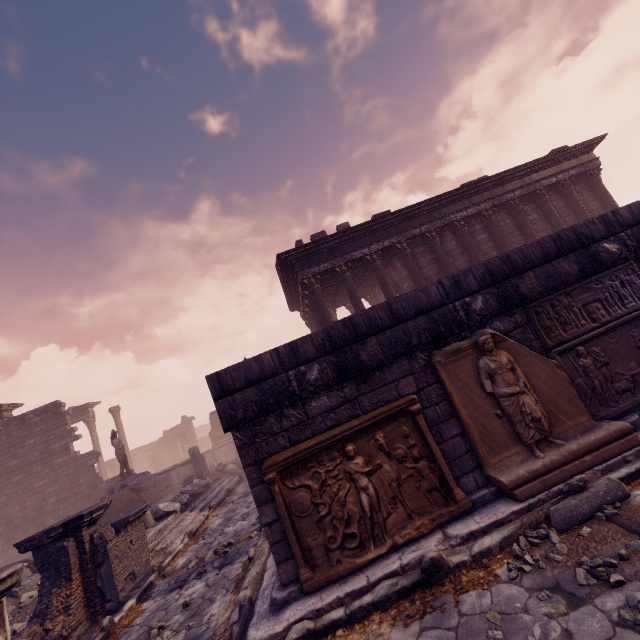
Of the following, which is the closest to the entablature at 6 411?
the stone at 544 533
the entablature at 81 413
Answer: the entablature at 81 413

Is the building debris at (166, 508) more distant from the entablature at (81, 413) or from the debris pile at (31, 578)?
the entablature at (81, 413)

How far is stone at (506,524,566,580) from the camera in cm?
297

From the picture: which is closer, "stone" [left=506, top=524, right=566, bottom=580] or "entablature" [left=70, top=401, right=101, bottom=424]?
"stone" [left=506, top=524, right=566, bottom=580]

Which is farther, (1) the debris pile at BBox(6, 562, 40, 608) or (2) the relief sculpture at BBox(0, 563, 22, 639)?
(1) the debris pile at BBox(6, 562, 40, 608)

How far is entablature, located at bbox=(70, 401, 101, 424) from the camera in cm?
2317

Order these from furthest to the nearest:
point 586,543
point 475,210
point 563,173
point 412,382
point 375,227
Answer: point 563,173 < point 475,210 < point 375,227 < point 412,382 < point 586,543

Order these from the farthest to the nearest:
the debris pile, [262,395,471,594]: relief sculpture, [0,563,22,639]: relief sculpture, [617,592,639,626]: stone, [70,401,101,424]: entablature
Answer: [70,401,101,424]: entablature → the debris pile → [0,563,22,639]: relief sculpture → [262,395,471,594]: relief sculpture → [617,592,639,626]: stone
